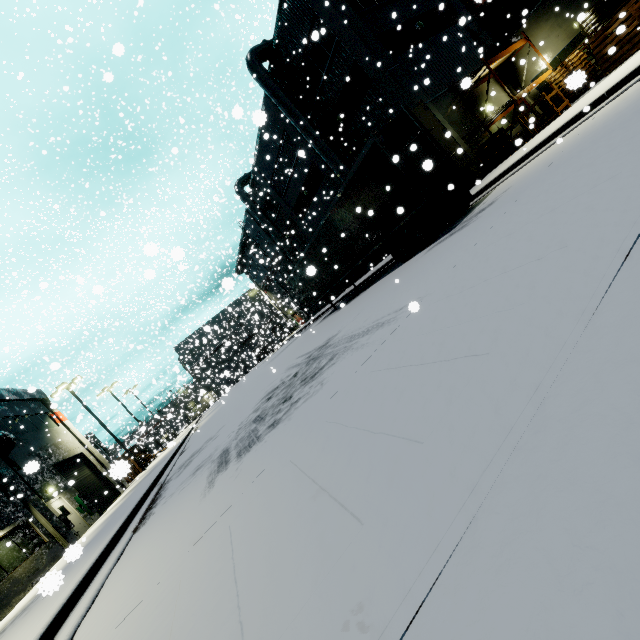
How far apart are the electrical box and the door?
0.1 meters

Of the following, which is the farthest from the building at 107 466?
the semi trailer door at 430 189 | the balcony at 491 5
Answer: the semi trailer door at 430 189

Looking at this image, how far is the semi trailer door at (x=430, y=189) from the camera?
9.9 meters

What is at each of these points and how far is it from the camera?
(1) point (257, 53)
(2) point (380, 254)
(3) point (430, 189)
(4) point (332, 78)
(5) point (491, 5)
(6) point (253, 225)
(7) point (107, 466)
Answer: (1) vent duct, 20.5m
(2) building, 26.2m
(3) semi trailer door, 10.2m
(4) building, 18.9m
(5) balcony, 20.4m
(6) building, 39.8m
(7) building, 26.3m

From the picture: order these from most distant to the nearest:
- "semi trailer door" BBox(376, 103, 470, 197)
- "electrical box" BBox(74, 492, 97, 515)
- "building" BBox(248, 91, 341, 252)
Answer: "building" BBox(248, 91, 341, 252)
"electrical box" BBox(74, 492, 97, 515)
"semi trailer door" BBox(376, 103, 470, 197)

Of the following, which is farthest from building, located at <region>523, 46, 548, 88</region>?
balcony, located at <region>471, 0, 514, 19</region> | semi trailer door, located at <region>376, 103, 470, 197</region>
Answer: semi trailer door, located at <region>376, 103, 470, 197</region>

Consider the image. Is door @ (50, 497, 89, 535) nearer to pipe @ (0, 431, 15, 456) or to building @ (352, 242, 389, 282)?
building @ (352, 242, 389, 282)
